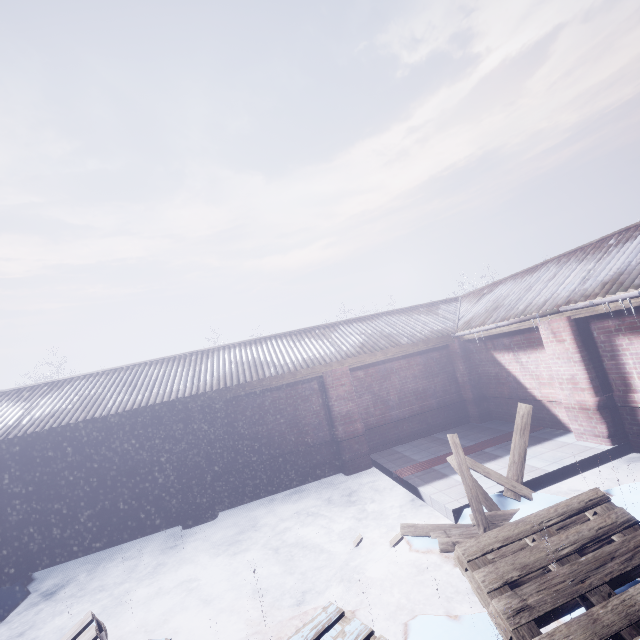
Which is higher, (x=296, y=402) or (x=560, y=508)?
(x=296, y=402)

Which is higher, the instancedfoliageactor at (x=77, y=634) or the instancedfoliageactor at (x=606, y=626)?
the instancedfoliageactor at (x=77, y=634)

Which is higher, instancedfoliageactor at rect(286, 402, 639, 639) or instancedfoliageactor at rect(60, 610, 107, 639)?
instancedfoliageactor at rect(60, 610, 107, 639)
